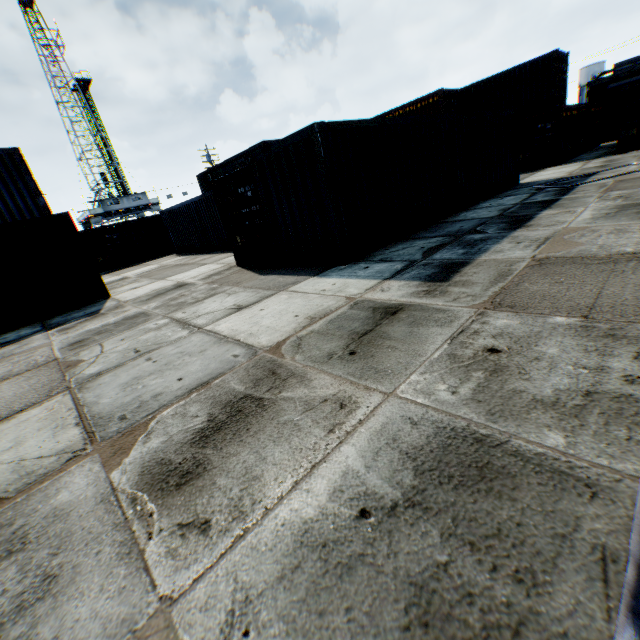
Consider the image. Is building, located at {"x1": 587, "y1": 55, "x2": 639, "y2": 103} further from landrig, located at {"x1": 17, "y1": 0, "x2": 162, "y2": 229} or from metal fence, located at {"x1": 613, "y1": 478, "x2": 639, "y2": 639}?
landrig, located at {"x1": 17, "y1": 0, "x2": 162, "y2": 229}

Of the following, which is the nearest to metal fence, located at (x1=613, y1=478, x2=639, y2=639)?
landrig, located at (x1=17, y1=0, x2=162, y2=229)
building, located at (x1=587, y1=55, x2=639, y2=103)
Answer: building, located at (x1=587, y1=55, x2=639, y2=103)

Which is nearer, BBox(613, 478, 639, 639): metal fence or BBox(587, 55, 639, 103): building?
BBox(613, 478, 639, 639): metal fence

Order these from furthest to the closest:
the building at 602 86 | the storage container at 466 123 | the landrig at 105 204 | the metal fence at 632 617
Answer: the landrig at 105 204 → the building at 602 86 → the storage container at 466 123 → the metal fence at 632 617

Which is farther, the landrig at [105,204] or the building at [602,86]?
the landrig at [105,204]

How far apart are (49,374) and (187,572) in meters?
5.2

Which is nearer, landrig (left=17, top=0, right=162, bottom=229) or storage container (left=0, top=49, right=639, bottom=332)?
storage container (left=0, top=49, right=639, bottom=332)

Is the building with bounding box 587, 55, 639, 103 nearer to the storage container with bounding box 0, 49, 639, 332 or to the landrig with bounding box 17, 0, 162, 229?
the storage container with bounding box 0, 49, 639, 332
